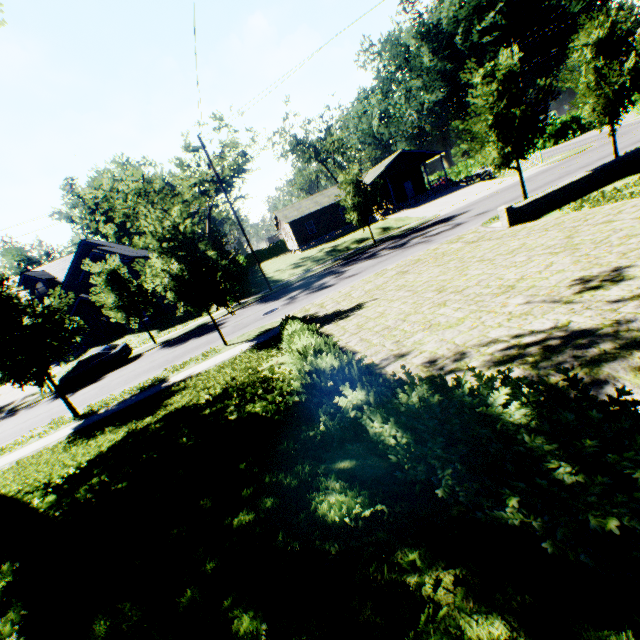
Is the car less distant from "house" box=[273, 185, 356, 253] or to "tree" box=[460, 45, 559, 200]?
"tree" box=[460, 45, 559, 200]

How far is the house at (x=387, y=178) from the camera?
38.59m

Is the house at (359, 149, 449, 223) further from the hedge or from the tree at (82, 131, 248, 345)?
the hedge

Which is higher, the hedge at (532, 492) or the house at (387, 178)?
the house at (387, 178)

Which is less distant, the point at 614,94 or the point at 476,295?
the point at 476,295

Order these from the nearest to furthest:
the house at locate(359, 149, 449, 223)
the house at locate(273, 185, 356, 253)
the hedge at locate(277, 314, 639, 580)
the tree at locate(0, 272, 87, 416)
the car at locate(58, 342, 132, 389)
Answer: the hedge at locate(277, 314, 639, 580) → the tree at locate(0, 272, 87, 416) → the car at locate(58, 342, 132, 389) → the house at locate(359, 149, 449, 223) → the house at locate(273, 185, 356, 253)
